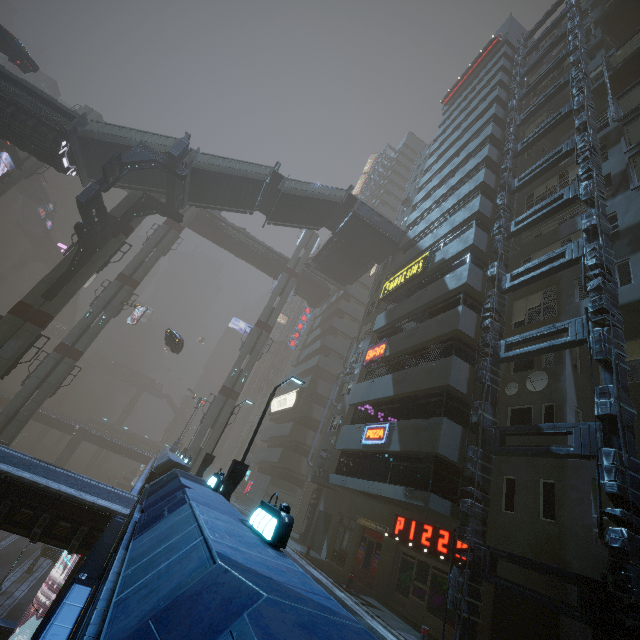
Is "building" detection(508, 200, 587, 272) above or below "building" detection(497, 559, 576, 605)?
above

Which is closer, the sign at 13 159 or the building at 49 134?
the building at 49 134

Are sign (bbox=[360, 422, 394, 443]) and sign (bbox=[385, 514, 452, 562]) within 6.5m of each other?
yes

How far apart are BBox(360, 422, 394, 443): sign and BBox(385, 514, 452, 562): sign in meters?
3.7 m

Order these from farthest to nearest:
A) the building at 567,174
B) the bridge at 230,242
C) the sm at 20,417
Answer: the bridge at 230,242, the sm at 20,417, the building at 567,174

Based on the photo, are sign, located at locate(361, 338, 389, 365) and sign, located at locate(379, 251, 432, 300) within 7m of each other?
yes

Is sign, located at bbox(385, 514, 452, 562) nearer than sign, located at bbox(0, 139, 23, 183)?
Yes

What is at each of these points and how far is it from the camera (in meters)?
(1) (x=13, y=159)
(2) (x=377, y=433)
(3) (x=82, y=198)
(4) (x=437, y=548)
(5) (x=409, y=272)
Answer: (1) sign, 32.31
(2) sign, 16.91
(3) building structure, 19.47
(4) sign, 13.77
(5) sign, 23.53
